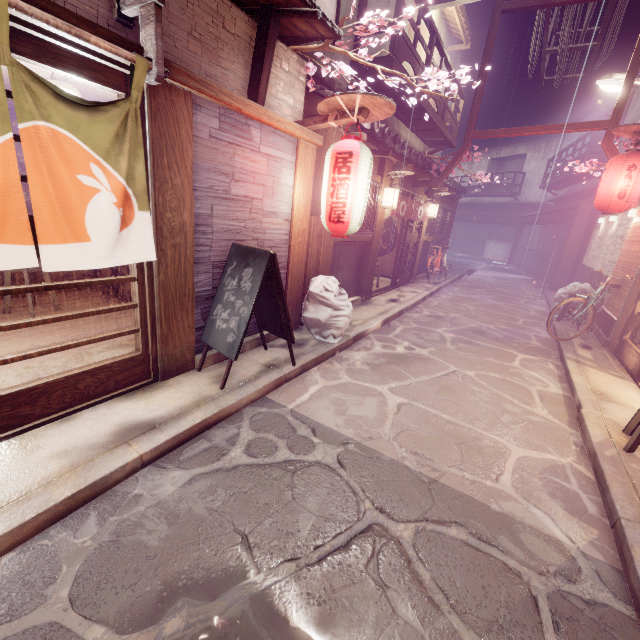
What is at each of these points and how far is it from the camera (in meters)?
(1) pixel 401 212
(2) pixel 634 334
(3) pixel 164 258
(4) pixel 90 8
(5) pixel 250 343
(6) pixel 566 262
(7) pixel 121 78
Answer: (1) flag, 14.93
(2) door frame, 10.71
(3) wood pole, 5.72
(4) house, 4.36
(5) foundation, 8.16
(6) wood pole, 22.75
(7) door, 4.59

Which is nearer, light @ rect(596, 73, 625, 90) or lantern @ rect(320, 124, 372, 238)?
lantern @ rect(320, 124, 372, 238)

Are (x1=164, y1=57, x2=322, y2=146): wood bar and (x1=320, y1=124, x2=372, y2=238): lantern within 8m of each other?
yes

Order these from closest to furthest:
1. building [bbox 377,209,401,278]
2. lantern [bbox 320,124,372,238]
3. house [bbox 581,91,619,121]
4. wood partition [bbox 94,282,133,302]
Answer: lantern [bbox 320,124,372,238], wood partition [bbox 94,282,133,302], building [bbox 377,209,401,278], house [bbox 581,91,619,121]

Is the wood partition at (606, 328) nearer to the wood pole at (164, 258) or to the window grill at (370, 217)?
the window grill at (370, 217)

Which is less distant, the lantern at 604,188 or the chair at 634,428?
the chair at 634,428

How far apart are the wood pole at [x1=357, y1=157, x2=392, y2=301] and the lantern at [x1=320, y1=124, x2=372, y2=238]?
5.4m

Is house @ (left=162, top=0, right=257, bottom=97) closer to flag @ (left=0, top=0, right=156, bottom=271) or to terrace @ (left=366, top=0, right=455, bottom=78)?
flag @ (left=0, top=0, right=156, bottom=271)
